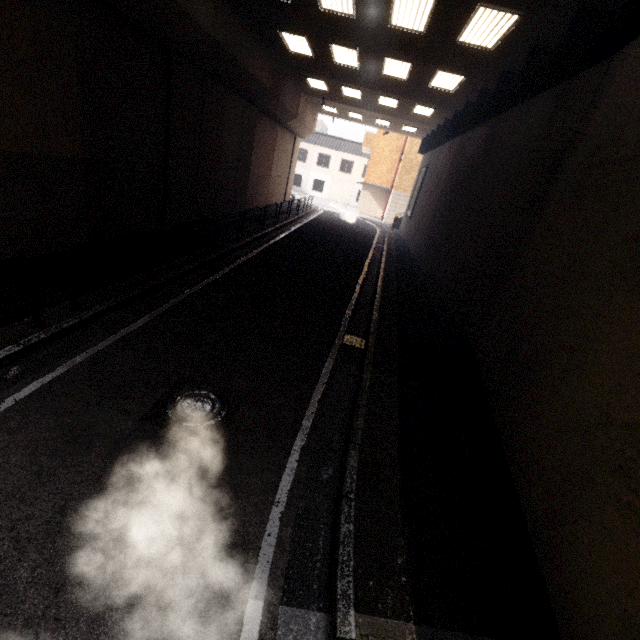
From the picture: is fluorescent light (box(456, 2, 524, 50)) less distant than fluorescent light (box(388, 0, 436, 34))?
Yes

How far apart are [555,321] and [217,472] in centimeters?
475cm

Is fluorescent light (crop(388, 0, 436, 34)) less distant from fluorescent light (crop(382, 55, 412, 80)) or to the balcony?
fluorescent light (crop(382, 55, 412, 80))

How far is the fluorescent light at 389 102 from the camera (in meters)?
15.82

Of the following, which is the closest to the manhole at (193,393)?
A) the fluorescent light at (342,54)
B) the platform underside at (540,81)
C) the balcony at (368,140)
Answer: the platform underside at (540,81)

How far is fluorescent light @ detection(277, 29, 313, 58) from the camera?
11.12m

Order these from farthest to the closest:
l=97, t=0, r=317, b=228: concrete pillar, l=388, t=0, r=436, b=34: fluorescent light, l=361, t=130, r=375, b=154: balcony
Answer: l=361, t=130, r=375, b=154: balcony < l=97, t=0, r=317, b=228: concrete pillar < l=388, t=0, r=436, b=34: fluorescent light

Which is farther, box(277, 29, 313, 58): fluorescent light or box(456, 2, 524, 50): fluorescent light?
box(277, 29, 313, 58): fluorescent light
